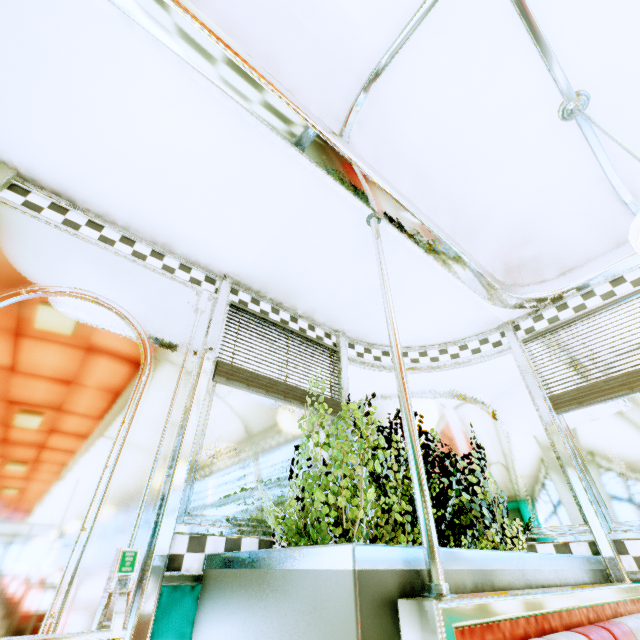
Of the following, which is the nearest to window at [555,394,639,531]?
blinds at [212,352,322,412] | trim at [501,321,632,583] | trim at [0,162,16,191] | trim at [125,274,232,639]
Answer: trim at [501,321,632,583]

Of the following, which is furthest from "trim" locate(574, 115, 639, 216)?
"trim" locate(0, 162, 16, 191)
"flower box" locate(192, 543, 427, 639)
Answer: "flower box" locate(192, 543, 427, 639)

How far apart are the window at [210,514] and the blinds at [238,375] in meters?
0.0 m

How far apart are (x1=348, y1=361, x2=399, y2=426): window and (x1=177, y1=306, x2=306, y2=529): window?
0.1 meters

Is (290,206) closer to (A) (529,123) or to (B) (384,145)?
(B) (384,145)

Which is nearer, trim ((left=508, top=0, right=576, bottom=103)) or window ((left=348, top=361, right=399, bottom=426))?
trim ((left=508, top=0, right=576, bottom=103))

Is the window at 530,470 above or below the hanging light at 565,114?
below

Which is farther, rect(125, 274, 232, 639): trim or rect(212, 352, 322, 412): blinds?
rect(212, 352, 322, 412): blinds
